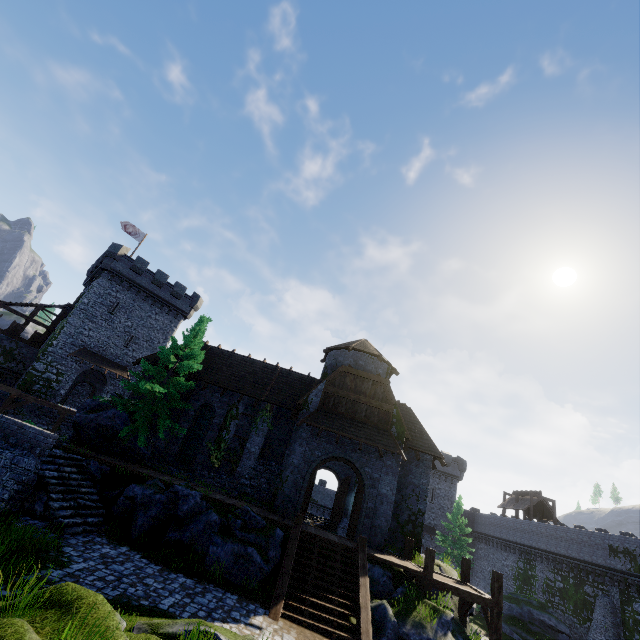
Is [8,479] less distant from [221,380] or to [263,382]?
[221,380]

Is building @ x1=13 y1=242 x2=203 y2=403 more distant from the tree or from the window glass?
the window glass

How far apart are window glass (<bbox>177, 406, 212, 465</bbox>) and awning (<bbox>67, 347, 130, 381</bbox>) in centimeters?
1721cm

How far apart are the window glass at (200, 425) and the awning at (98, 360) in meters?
17.2

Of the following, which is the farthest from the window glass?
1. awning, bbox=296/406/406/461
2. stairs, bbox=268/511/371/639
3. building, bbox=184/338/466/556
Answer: stairs, bbox=268/511/371/639

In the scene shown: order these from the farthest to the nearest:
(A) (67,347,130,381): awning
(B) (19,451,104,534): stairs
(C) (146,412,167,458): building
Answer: (A) (67,347,130,381): awning → (C) (146,412,167,458): building → (B) (19,451,104,534): stairs

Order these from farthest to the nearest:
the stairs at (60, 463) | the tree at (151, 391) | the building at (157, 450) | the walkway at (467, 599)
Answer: the building at (157, 450)
the tree at (151, 391)
the walkway at (467, 599)
the stairs at (60, 463)

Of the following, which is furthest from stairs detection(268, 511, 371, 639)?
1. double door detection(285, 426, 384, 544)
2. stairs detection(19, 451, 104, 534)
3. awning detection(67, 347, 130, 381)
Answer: awning detection(67, 347, 130, 381)
